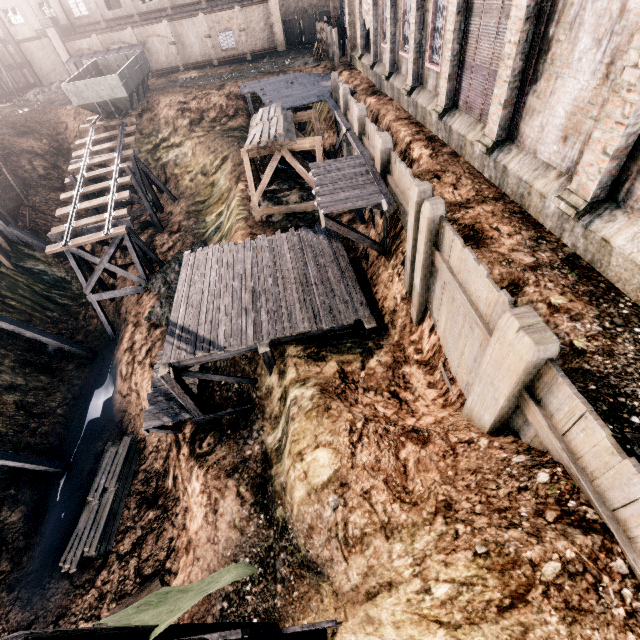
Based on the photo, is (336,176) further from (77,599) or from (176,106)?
A: (176,106)

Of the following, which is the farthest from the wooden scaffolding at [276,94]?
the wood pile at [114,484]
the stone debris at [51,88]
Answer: the stone debris at [51,88]

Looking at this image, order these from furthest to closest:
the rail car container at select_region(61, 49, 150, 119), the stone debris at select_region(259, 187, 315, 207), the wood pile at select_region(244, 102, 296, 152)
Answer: the rail car container at select_region(61, 49, 150, 119), the stone debris at select_region(259, 187, 315, 207), the wood pile at select_region(244, 102, 296, 152)

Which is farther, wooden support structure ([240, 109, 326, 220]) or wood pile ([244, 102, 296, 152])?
wooden support structure ([240, 109, 326, 220])

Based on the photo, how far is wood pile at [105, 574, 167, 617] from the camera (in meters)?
14.27

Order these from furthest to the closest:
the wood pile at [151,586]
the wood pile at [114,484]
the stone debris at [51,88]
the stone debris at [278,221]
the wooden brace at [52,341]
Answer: the stone debris at [51,88] < the wooden brace at [52,341] < the stone debris at [278,221] < the wood pile at [114,484] < the wood pile at [151,586]

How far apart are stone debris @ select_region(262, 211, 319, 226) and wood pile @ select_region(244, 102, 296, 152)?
3.5 meters

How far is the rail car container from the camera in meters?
27.4 m
